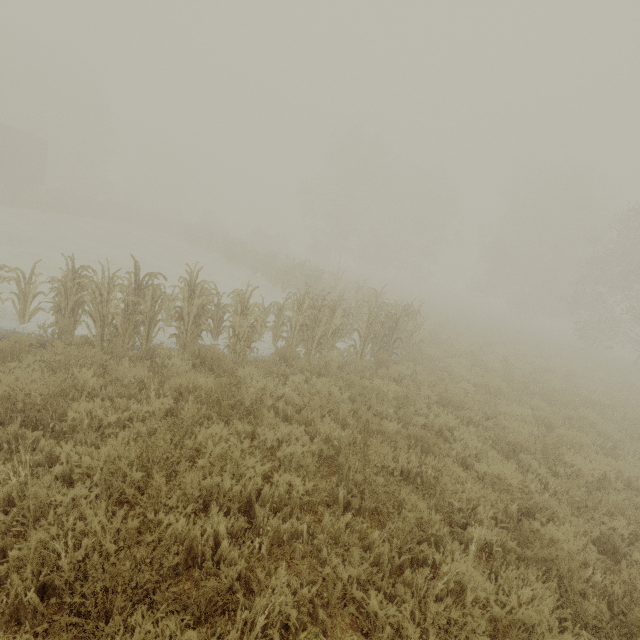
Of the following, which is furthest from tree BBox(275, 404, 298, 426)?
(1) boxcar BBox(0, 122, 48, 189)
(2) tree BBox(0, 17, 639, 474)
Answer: (1) boxcar BBox(0, 122, 48, 189)

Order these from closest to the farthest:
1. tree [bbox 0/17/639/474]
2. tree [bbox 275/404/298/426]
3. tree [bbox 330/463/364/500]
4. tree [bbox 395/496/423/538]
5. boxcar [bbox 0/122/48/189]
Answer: tree [bbox 395/496/423/538] < tree [bbox 330/463/364/500] < tree [bbox 275/404/298/426] < tree [bbox 0/17/639/474] < boxcar [bbox 0/122/48/189]

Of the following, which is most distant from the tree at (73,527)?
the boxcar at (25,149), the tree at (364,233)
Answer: the boxcar at (25,149)

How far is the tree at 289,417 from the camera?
5.49m

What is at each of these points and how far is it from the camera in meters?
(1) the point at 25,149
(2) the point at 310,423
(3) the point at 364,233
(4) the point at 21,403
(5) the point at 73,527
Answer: (1) boxcar, 25.5 m
(2) tree, 5.6 m
(3) tree, 40.7 m
(4) tree, 3.8 m
(5) tree, 2.7 m

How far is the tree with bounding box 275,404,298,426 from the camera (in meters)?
5.49

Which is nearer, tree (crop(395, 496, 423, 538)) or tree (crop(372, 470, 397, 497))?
tree (crop(395, 496, 423, 538))
